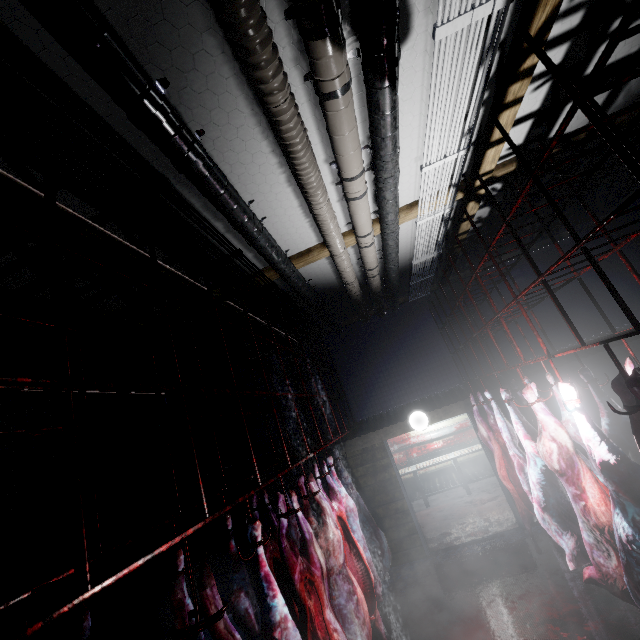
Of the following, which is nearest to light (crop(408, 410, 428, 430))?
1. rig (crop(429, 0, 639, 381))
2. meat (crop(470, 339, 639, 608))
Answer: rig (crop(429, 0, 639, 381))

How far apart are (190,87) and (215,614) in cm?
241

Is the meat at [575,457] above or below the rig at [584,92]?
below

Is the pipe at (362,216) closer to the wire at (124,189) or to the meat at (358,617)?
the wire at (124,189)

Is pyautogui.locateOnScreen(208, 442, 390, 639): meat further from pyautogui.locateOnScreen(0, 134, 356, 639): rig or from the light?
the light

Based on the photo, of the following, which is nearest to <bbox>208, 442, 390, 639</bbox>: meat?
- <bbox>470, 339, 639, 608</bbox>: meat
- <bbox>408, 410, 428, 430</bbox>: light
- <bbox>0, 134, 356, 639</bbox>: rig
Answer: <bbox>0, 134, 356, 639</bbox>: rig

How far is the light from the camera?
5.4m

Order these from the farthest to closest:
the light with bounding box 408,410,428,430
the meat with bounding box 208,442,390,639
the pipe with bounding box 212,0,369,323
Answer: the light with bounding box 408,410,428,430
the meat with bounding box 208,442,390,639
the pipe with bounding box 212,0,369,323
